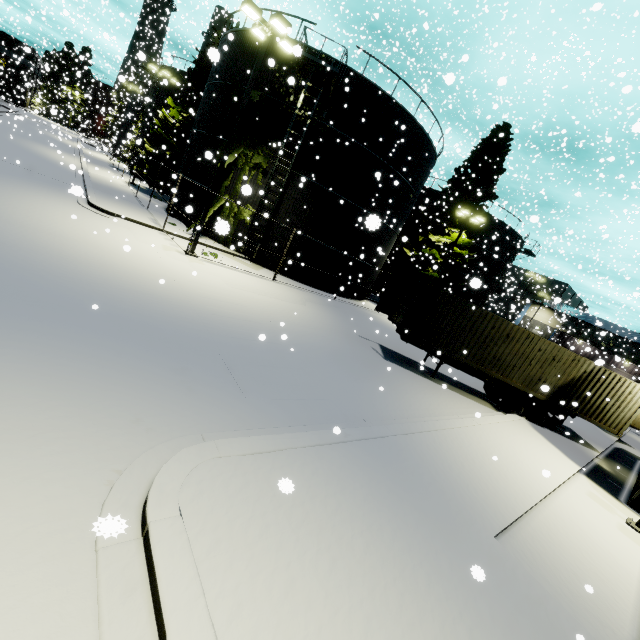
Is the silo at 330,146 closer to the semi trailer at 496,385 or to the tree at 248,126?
the tree at 248,126

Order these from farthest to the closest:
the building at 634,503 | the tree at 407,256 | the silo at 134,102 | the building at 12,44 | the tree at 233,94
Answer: the building at 12,44
the silo at 134,102
the tree at 407,256
the tree at 233,94
the building at 634,503

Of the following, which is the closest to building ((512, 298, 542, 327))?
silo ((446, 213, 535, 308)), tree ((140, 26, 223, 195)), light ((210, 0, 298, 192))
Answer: tree ((140, 26, 223, 195))

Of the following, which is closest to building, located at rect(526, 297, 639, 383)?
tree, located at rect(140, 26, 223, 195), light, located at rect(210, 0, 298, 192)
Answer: tree, located at rect(140, 26, 223, 195)

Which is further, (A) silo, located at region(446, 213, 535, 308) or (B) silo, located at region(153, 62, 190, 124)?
(B) silo, located at region(153, 62, 190, 124)

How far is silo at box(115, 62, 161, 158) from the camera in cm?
3417

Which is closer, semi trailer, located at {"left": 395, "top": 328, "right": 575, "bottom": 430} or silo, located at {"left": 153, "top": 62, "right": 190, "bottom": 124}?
semi trailer, located at {"left": 395, "top": 328, "right": 575, "bottom": 430}

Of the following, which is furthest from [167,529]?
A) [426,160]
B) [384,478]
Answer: [426,160]
